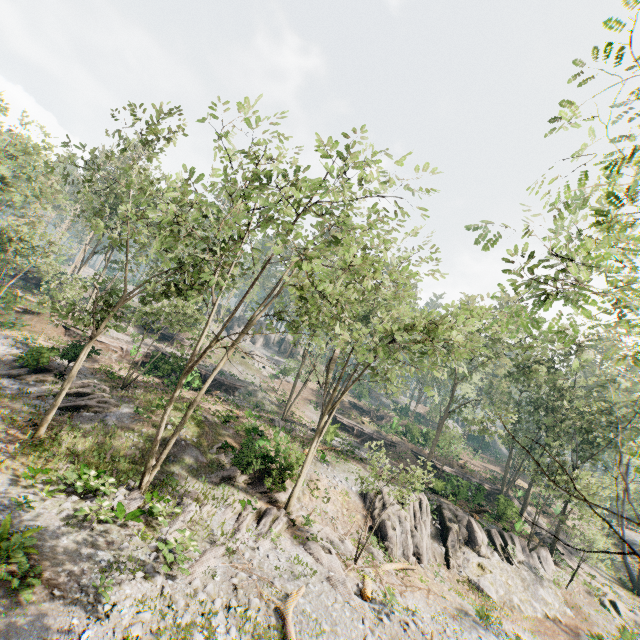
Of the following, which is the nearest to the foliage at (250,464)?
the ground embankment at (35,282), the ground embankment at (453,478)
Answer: the ground embankment at (453,478)

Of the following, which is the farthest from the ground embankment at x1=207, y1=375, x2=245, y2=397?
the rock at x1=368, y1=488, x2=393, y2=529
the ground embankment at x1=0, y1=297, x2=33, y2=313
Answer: the rock at x1=368, y1=488, x2=393, y2=529

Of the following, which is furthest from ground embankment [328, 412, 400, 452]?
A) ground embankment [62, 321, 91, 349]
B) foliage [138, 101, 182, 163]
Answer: foliage [138, 101, 182, 163]

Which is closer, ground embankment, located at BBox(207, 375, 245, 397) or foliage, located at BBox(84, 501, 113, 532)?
foliage, located at BBox(84, 501, 113, 532)

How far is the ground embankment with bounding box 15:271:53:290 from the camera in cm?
4012

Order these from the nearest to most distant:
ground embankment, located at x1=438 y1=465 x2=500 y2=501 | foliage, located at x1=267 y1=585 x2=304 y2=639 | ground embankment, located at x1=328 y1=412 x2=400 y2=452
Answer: foliage, located at x1=267 y1=585 x2=304 y2=639
ground embankment, located at x1=438 y1=465 x2=500 y2=501
ground embankment, located at x1=328 y1=412 x2=400 y2=452

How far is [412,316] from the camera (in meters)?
26.44

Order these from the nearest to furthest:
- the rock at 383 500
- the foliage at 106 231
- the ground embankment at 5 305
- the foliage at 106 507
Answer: the foliage at 106 231 < the foliage at 106 507 < the rock at 383 500 < the ground embankment at 5 305
